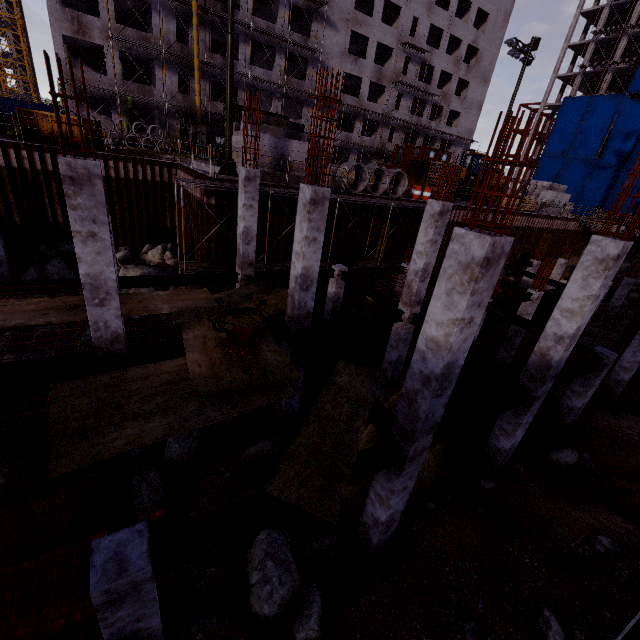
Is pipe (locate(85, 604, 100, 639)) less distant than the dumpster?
Yes

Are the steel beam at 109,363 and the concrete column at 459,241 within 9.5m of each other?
yes

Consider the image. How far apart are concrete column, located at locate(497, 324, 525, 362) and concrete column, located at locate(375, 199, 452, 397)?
9.34m

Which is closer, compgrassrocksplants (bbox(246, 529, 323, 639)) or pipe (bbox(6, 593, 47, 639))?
pipe (bbox(6, 593, 47, 639))

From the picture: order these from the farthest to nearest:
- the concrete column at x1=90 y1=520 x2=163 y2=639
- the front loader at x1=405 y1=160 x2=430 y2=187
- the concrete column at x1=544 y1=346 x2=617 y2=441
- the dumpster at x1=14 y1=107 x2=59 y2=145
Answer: the front loader at x1=405 y1=160 x2=430 y2=187 < the dumpster at x1=14 y1=107 x2=59 y2=145 < the concrete column at x1=544 y1=346 x2=617 y2=441 < the concrete column at x1=90 y1=520 x2=163 y2=639

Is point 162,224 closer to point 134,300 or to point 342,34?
point 134,300

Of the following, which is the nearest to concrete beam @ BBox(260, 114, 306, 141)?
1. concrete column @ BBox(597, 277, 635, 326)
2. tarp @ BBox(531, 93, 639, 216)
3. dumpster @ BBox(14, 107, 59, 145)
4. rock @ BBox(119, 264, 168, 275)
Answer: dumpster @ BBox(14, 107, 59, 145)

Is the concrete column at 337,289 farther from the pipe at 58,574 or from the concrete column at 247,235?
the pipe at 58,574
